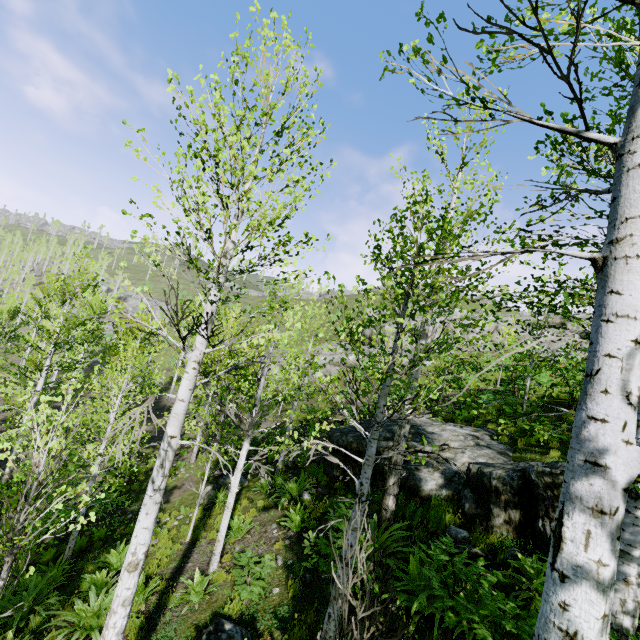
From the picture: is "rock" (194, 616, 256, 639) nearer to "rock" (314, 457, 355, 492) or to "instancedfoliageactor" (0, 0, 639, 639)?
"instancedfoliageactor" (0, 0, 639, 639)

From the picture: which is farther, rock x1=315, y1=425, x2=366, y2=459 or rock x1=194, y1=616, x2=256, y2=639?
rock x1=315, y1=425, x2=366, y2=459

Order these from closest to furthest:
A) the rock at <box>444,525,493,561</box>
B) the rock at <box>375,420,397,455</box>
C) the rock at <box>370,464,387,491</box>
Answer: the rock at <box>444,525,493,561</box>, the rock at <box>370,464,387,491</box>, the rock at <box>375,420,397,455</box>

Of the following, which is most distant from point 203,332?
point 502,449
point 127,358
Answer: point 127,358

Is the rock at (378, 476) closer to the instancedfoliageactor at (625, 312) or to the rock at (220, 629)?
the instancedfoliageactor at (625, 312)

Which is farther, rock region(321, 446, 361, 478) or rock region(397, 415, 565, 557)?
rock region(321, 446, 361, 478)

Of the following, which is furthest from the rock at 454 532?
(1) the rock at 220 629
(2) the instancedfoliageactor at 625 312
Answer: (1) the rock at 220 629
